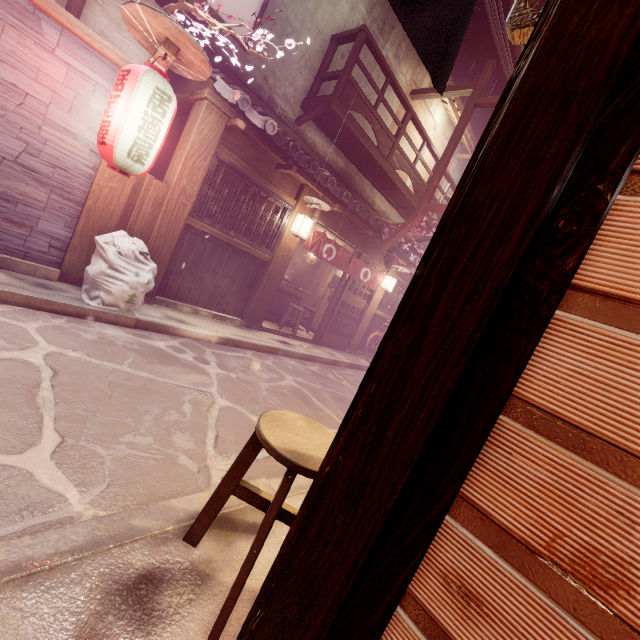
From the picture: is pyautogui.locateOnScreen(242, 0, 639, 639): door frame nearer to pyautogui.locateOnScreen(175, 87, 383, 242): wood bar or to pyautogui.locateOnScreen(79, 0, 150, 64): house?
pyautogui.locateOnScreen(79, 0, 150, 64): house

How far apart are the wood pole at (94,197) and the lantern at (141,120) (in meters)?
0.88

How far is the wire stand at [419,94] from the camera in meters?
13.4

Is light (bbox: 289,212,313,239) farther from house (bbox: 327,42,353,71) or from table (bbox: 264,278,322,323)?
house (bbox: 327,42,353,71)

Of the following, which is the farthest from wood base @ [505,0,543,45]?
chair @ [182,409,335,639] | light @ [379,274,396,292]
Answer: light @ [379,274,396,292]

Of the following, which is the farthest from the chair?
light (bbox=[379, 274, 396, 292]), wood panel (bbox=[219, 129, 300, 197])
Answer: light (bbox=[379, 274, 396, 292])

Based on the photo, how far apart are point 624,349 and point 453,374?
0.7m

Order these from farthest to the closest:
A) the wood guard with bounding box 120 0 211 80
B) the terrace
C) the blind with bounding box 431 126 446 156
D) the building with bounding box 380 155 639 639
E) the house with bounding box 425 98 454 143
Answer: the blind with bounding box 431 126 446 156
the house with bounding box 425 98 454 143
the terrace
the wood guard with bounding box 120 0 211 80
the building with bounding box 380 155 639 639
